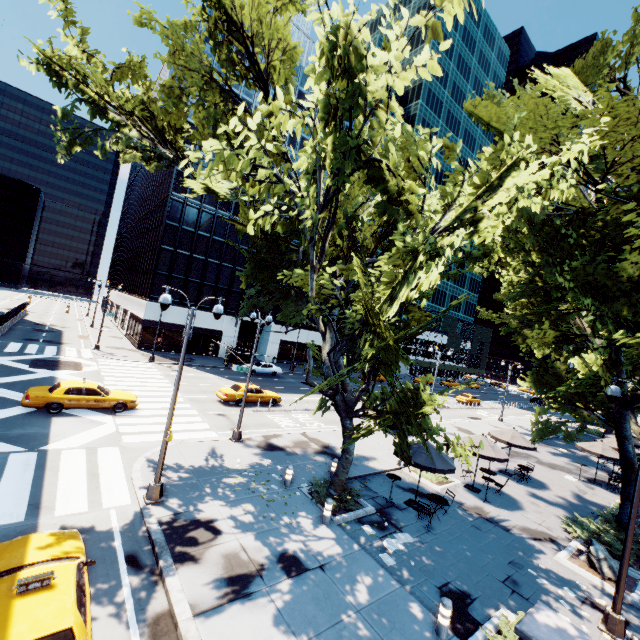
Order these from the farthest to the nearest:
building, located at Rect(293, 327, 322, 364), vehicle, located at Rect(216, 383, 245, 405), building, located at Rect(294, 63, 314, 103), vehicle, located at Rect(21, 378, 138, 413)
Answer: building, located at Rect(293, 327, 322, 364) < building, located at Rect(294, 63, 314, 103) < vehicle, located at Rect(216, 383, 245, 405) < vehicle, located at Rect(21, 378, 138, 413)

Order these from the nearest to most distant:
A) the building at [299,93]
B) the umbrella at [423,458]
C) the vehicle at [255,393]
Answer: the umbrella at [423,458], the vehicle at [255,393], the building at [299,93]

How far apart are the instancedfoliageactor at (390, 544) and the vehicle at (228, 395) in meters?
15.4

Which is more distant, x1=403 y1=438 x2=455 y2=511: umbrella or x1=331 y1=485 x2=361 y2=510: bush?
x1=403 y1=438 x2=455 y2=511: umbrella

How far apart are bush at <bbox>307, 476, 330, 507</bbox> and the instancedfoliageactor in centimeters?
200cm

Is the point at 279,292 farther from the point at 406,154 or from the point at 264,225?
the point at 406,154

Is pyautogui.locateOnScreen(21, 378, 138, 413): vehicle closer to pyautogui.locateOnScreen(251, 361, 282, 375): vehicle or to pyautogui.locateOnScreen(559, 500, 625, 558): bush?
pyautogui.locateOnScreen(251, 361, 282, 375): vehicle

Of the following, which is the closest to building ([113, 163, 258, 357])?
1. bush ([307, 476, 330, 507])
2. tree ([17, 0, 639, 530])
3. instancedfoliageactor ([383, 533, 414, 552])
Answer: tree ([17, 0, 639, 530])
